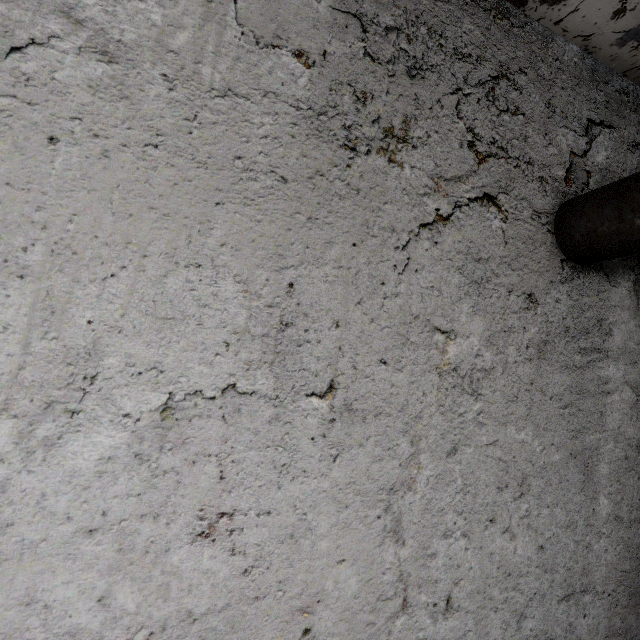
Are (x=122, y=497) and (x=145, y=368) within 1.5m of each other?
yes
